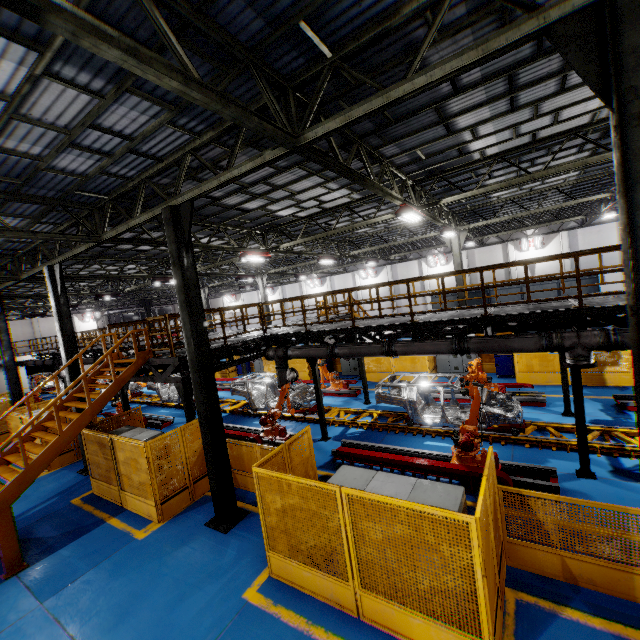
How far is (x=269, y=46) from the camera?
4.84m

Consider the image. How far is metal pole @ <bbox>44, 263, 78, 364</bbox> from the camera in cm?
1194

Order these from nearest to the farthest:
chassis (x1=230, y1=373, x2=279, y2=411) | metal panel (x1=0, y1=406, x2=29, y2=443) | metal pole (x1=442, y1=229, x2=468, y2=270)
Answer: metal panel (x1=0, y1=406, x2=29, y2=443) → chassis (x1=230, y1=373, x2=279, y2=411) → metal pole (x1=442, y1=229, x2=468, y2=270)

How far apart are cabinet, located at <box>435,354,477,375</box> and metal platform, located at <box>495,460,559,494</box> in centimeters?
914cm

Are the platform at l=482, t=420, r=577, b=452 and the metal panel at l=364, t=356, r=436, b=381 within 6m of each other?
yes

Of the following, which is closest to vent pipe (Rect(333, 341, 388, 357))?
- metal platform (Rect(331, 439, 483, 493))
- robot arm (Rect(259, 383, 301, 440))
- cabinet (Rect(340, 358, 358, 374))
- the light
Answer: robot arm (Rect(259, 383, 301, 440))

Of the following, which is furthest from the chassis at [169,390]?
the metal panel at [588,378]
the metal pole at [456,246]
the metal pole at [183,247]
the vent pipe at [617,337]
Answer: the metal pole at [456,246]

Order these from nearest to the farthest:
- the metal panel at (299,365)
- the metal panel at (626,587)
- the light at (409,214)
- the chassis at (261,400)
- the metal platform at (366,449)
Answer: the metal panel at (626,587)
the metal platform at (366,449)
the light at (409,214)
the chassis at (261,400)
the metal panel at (299,365)
